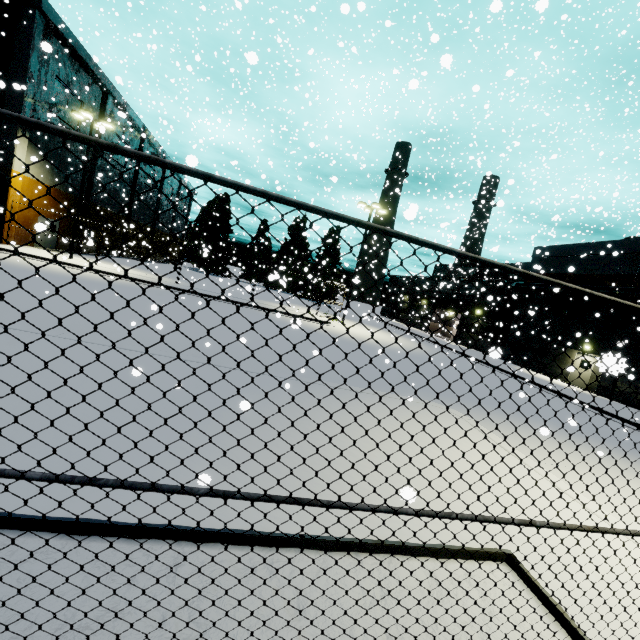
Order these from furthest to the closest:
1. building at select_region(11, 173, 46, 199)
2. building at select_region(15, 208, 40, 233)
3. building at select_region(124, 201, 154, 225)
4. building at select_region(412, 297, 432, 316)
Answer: building at select_region(412, 297, 432, 316)
building at select_region(124, 201, 154, 225)
building at select_region(15, 208, 40, 233)
building at select_region(11, 173, 46, 199)

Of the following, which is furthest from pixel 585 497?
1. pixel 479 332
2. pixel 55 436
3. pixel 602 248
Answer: pixel 479 332

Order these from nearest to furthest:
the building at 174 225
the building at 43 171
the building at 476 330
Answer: the building at 43 171 < the building at 476 330 < the building at 174 225

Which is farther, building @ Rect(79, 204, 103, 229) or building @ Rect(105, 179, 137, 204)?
building @ Rect(105, 179, 137, 204)

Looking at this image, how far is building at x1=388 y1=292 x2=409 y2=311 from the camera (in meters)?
51.41

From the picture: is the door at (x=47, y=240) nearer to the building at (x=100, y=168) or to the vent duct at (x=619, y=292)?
the building at (x=100, y=168)

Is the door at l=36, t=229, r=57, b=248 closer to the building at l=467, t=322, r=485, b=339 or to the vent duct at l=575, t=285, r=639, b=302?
the building at l=467, t=322, r=485, b=339
